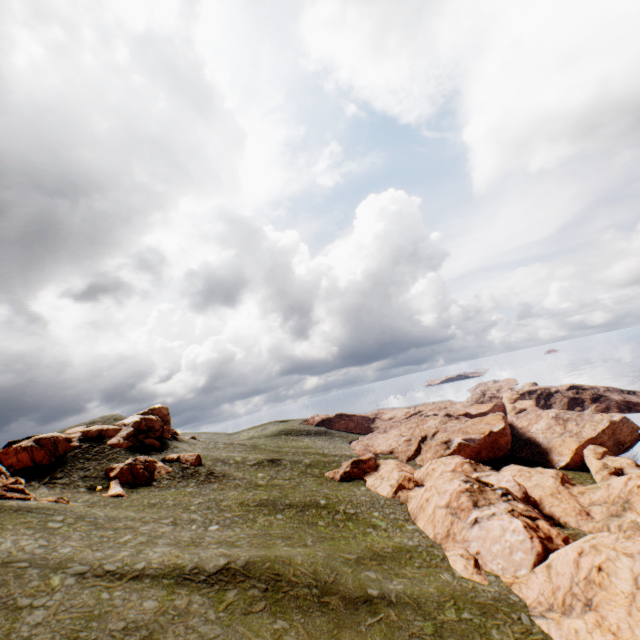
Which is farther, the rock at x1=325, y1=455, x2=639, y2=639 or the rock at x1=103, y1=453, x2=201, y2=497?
the rock at x1=103, y1=453, x2=201, y2=497

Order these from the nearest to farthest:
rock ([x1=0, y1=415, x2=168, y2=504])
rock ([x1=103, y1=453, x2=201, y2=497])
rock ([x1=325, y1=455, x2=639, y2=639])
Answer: rock ([x1=325, y1=455, x2=639, y2=639]) → rock ([x1=0, y1=415, x2=168, y2=504]) → rock ([x1=103, y1=453, x2=201, y2=497])

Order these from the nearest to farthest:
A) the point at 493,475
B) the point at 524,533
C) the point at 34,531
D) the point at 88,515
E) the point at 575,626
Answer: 1. the point at 575,626
2. the point at 34,531
3. the point at 524,533
4. the point at 88,515
5. the point at 493,475

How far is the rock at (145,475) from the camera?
42.28m

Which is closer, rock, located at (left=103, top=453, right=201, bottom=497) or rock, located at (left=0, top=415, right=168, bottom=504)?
rock, located at (left=0, top=415, right=168, bottom=504)

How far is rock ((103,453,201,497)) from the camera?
42.3 meters

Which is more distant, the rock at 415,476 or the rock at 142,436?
the rock at 142,436
